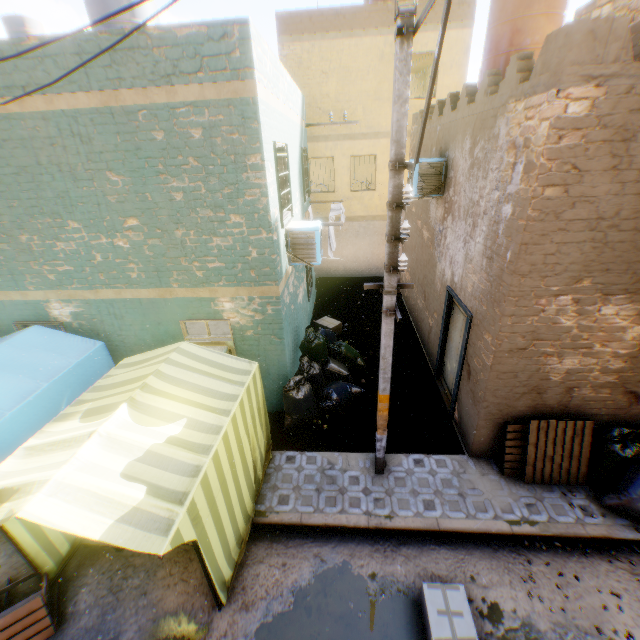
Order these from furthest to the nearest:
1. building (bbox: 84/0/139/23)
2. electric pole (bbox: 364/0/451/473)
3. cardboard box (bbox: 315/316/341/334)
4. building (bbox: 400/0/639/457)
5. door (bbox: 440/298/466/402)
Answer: cardboard box (bbox: 315/316/341/334), building (bbox: 84/0/139/23), door (bbox: 440/298/466/402), building (bbox: 400/0/639/457), electric pole (bbox: 364/0/451/473)

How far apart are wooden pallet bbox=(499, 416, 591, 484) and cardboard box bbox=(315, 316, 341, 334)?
5.6 meters

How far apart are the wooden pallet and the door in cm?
128

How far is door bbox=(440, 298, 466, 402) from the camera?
6.8m

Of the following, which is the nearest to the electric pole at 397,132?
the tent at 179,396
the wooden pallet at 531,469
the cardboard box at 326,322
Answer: the tent at 179,396

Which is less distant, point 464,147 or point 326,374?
point 464,147

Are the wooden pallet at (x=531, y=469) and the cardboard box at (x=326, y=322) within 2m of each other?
no

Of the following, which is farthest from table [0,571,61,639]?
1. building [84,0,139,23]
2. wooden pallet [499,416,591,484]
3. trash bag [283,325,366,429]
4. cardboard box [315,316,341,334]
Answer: cardboard box [315,316,341,334]
